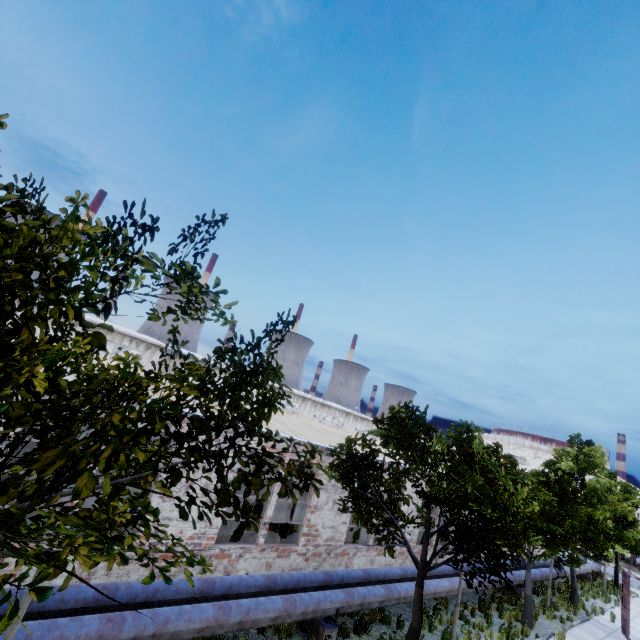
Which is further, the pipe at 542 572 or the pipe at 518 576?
the pipe at 542 572

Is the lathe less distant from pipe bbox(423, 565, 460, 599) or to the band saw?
pipe bbox(423, 565, 460, 599)

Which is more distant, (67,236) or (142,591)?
(142,591)

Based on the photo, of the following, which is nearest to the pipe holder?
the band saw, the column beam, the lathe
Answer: the lathe

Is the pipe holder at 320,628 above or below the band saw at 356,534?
below

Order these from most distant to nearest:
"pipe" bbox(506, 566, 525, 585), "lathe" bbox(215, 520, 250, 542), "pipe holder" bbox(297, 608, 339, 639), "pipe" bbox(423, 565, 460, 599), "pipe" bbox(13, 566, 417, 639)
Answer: "pipe" bbox(506, 566, 525, 585)
"pipe" bbox(423, 565, 460, 599)
"lathe" bbox(215, 520, 250, 542)
"pipe holder" bbox(297, 608, 339, 639)
"pipe" bbox(13, 566, 417, 639)

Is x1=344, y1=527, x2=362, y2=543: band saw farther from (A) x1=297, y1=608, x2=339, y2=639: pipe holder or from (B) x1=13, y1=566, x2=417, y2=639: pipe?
(A) x1=297, y1=608, x2=339, y2=639: pipe holder

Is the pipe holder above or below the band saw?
below
